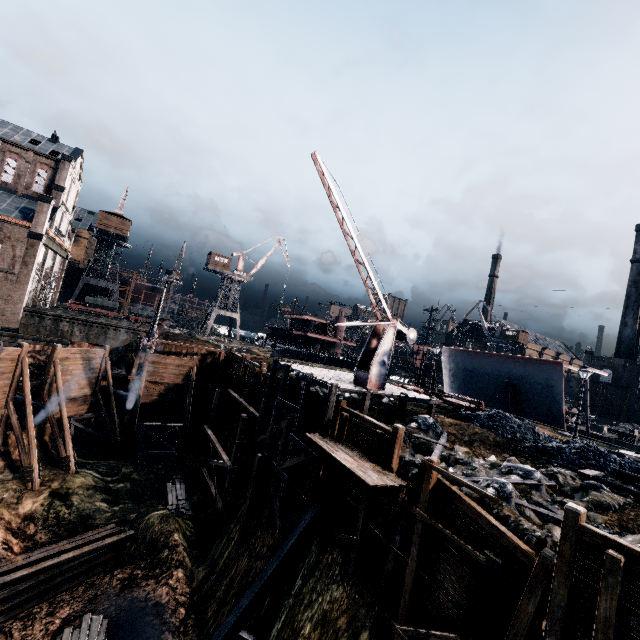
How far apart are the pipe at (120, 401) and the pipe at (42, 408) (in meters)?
5.83

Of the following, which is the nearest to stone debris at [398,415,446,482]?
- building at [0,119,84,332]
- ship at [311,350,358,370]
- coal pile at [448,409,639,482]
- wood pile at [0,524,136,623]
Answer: coal pile at [448,409,639,482]

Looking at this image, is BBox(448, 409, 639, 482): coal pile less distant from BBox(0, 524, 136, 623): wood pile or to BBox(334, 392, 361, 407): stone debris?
BBox(334, 392, 361, 407): stone debris

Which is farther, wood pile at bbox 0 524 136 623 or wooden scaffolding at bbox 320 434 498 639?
wood pile at bbox 0 524 136 623

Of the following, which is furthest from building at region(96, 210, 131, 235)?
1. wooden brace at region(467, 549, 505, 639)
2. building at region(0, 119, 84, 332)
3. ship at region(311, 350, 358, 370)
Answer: wooden brace at region(467, 549, 505, 639)

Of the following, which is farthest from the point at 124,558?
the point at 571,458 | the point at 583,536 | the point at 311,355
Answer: the point at 311,355

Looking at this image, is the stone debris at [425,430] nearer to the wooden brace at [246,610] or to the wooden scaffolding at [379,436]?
the wooden scaffolding at [379,436]

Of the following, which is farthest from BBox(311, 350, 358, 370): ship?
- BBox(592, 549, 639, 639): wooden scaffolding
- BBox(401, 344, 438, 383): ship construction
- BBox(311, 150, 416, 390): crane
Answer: BBox(592, 549, 639, 639): wooden scaffolding
